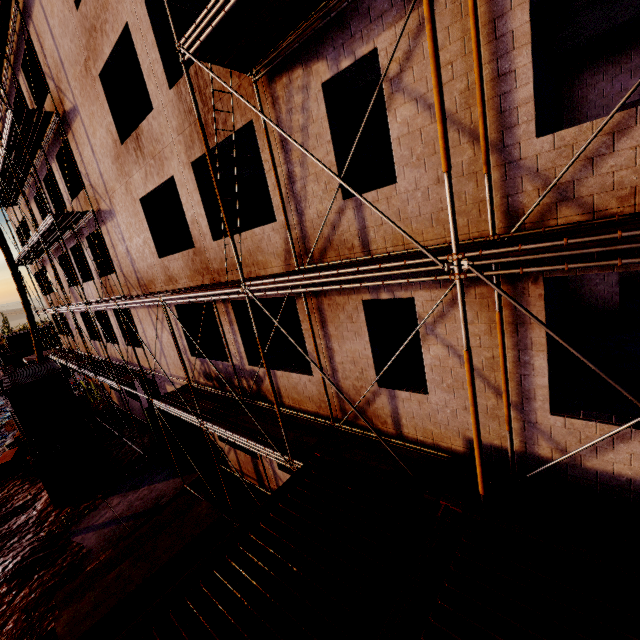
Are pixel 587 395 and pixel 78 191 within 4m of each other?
no

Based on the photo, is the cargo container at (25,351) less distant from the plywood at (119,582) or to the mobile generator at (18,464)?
the mobile generator at (18,464)

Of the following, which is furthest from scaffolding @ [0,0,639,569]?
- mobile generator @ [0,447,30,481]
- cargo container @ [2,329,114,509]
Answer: mobile generator @ [0,447,30,481]

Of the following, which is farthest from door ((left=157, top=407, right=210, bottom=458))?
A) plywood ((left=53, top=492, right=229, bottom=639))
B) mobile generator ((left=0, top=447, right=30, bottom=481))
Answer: mobile generator ((left=0, top=447, right=30, bottom=481))

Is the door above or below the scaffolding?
below

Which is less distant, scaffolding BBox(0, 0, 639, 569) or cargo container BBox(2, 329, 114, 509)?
scaffolding BBox(0, 0, 639, 569)

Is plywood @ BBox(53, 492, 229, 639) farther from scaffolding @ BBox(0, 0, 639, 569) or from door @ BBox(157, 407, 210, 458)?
door @ BBox(157, 407, 210, 458)
